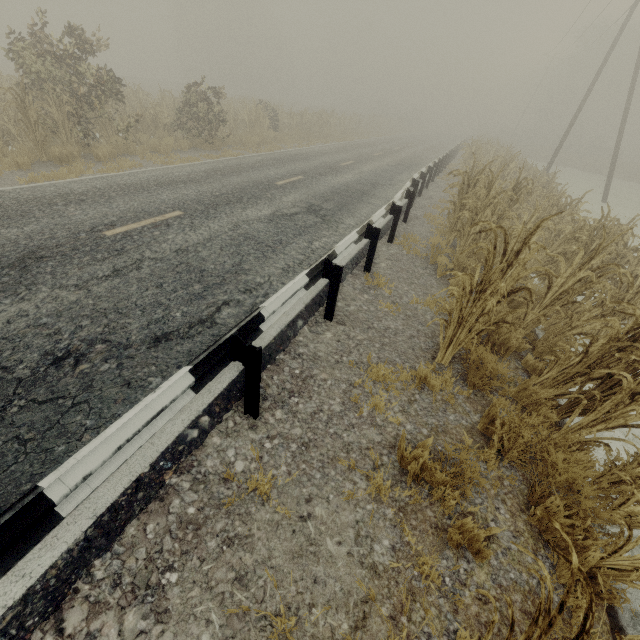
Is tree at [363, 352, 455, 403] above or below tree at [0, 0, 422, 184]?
below

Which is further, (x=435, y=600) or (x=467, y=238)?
(x=467, y=238)

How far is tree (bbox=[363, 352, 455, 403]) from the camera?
3.8 meters

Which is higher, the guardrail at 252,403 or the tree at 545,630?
the tree at 545,630

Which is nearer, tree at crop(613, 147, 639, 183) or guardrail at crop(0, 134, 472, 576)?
guardrail at crop(0, 134, 472, 576)

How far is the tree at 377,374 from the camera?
3.8m

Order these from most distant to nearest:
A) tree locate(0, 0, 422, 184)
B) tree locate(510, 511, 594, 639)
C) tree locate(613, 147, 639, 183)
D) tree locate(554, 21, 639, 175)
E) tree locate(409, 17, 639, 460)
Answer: tree locate(554, 21, 639, 175) → tree locate(613, 147, 639, 183) → tree locate(0, 0, 422, 184) → tree locate(409, 17, 639, 460) → tree locate(510, 511, 594, 639)
